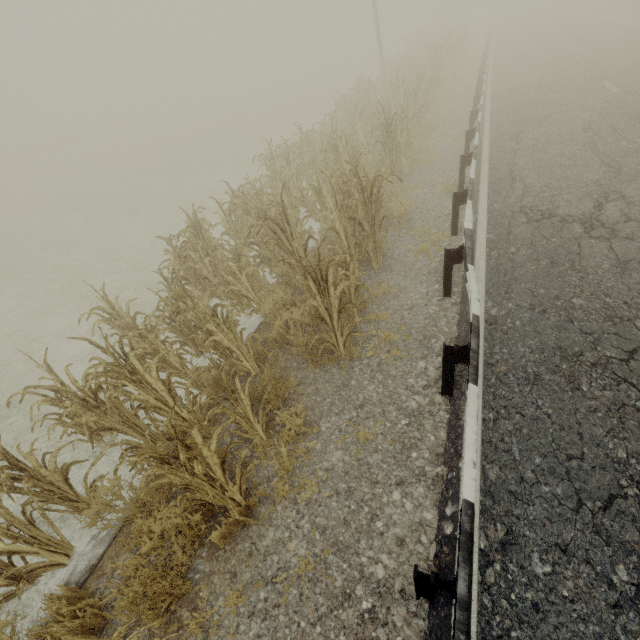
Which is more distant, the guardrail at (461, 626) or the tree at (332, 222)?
the tree at (332, 222)

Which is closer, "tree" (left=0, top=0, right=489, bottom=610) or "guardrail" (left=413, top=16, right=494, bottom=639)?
"guardrail" (left=413, top=16, right=494, bottom=639)

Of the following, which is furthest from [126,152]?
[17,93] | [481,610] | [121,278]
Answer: [17,93]
